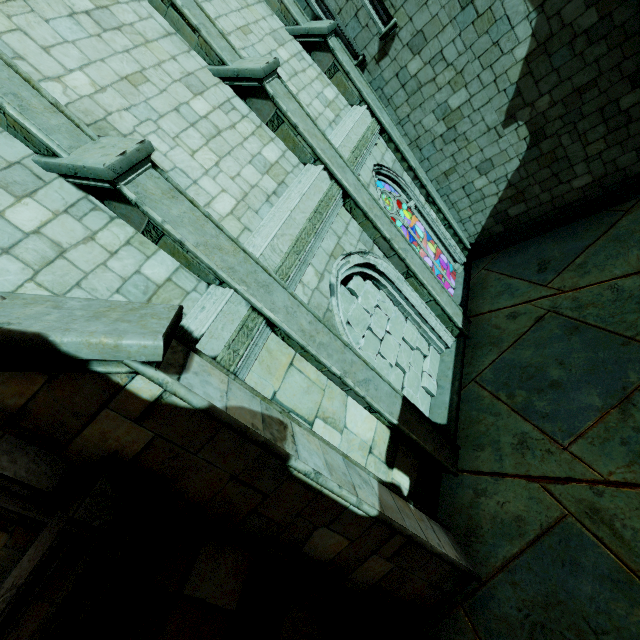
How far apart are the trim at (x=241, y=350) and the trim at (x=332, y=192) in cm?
47

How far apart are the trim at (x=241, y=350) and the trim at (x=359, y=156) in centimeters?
393cm

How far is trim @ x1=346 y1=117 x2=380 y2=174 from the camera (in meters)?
6.79

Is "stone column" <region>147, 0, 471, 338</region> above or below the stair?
above

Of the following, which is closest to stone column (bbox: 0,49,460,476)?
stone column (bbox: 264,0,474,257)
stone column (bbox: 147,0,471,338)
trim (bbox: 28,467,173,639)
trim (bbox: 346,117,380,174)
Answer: trim (bbox: 28,467,173,639)

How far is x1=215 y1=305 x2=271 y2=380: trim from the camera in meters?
3.8 m

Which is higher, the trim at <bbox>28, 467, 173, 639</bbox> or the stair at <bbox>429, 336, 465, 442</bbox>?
the trim at <bbox>28, 467, 173, 639</bbox>

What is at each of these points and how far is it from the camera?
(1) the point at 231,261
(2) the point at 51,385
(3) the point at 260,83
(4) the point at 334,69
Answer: (1) stone column, 4.0 meters
(2) building, 2.5 meters
(3) stone column, 5.3 meters
(4) stone column, 7.5 meters
